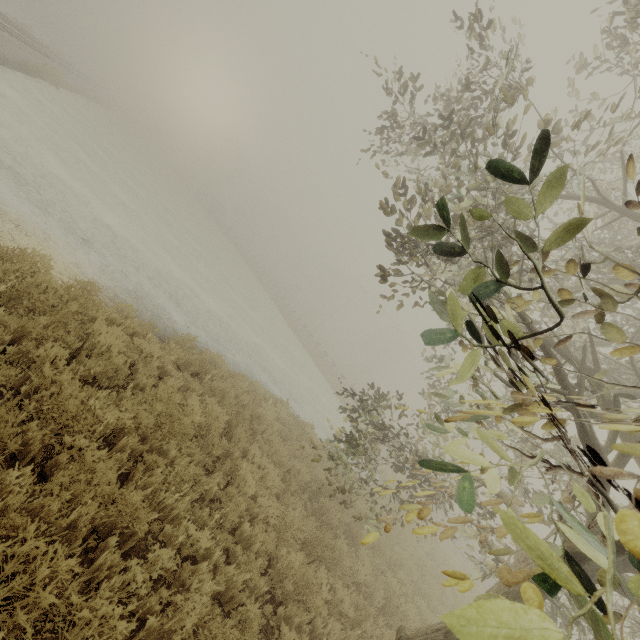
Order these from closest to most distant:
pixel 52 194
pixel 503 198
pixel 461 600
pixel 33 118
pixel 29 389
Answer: pixel 29 389 → pixel 503 198 → pixel 52 194 → pixel 461 600 → pixel 33 118
